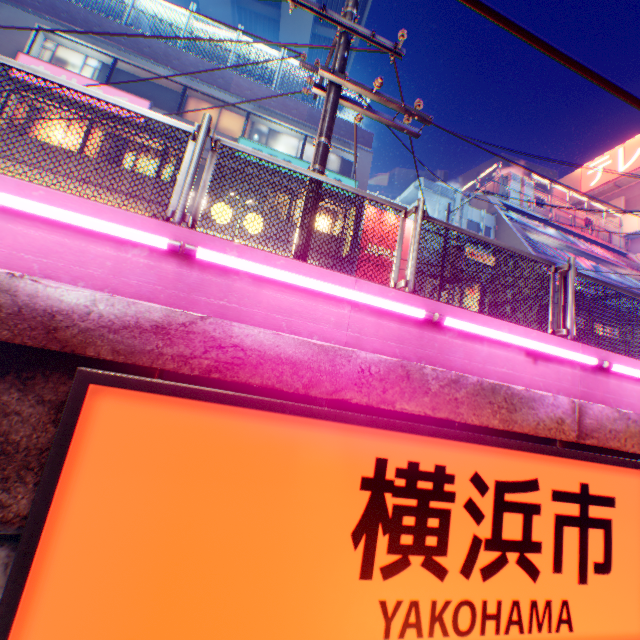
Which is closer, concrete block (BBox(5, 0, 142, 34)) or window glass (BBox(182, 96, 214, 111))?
concrete block (BBox(5, 0, 142, 34))

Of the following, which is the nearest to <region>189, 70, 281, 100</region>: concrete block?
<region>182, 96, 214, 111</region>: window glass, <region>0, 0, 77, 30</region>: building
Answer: <region>0, 0, 77, 30</region>: building

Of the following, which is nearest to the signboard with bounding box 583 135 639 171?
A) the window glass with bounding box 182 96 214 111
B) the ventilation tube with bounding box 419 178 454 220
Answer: the ventilation tube with bounding box 419 178 454 220

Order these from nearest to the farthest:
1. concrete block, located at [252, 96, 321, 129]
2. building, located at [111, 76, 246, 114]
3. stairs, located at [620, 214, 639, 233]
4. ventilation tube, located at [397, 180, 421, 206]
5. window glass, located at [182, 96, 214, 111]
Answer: building, located at [111, 76, 246, 114] → window glass, located at [182, 96, 214, 111] → concrete block, located at [252, 96, 321, 129] → ventilation tube, located at [397, 180, 421, 206] → stairs, located at [620, 214, 639, 233]

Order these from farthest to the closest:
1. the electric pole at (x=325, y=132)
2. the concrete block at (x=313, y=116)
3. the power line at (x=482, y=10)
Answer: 1. the concrete block at (x=313, y=116)
2. the electric pole at (x=325, y=132)
3. the power line at (x=482, y=10)

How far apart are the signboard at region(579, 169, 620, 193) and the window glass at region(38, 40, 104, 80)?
48.0m

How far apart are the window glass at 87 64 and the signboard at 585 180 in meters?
48.0 m

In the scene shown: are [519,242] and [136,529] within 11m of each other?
no
